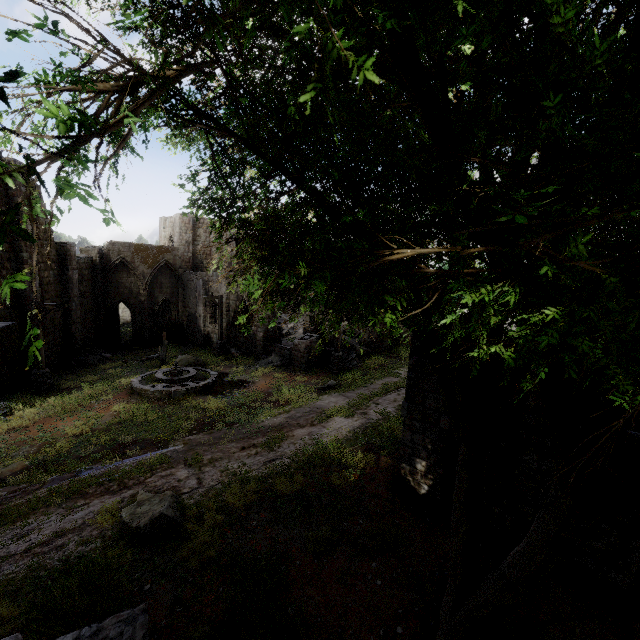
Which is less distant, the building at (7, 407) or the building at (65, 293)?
the building at (7, 407)

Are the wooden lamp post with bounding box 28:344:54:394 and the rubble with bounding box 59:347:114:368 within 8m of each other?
yes

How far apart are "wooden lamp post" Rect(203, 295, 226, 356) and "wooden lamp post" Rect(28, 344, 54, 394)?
8.4 meters

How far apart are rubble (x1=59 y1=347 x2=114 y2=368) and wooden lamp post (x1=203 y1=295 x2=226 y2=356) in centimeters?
801cm

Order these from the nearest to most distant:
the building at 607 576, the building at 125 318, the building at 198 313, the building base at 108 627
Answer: the building base at 108 627 → the building at 607 576 → the building at 198 313 → the building at 125 318

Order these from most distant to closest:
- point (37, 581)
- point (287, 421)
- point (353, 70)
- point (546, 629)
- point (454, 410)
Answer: point (287, 421) < point (37, 581) < point (546, 629) < point (454, 410) < point (353, 70)

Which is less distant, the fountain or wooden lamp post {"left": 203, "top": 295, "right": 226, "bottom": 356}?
the fountain

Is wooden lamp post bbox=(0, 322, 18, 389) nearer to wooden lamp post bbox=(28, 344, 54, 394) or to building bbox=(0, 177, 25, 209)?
building bbox=(0, 177, 25, 209)
